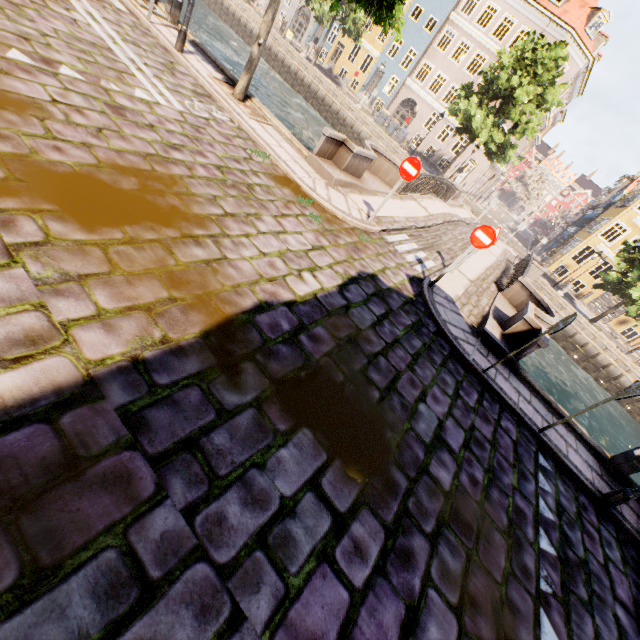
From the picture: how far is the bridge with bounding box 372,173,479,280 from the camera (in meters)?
9.73

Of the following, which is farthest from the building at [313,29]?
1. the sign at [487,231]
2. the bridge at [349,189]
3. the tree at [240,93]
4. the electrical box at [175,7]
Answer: the sign at [487,231]

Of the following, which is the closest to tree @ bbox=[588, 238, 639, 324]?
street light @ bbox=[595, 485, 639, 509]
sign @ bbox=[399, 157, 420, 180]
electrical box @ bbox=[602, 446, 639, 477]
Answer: street light @ bbox=[595, 485, 639, 509]

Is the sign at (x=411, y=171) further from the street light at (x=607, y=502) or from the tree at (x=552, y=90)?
the street light at (x=607, y=502)

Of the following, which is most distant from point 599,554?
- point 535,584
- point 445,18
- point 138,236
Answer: point 445,18

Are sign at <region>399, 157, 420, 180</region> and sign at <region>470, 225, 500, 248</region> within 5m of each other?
yes

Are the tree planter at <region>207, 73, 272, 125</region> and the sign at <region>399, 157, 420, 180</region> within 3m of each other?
no

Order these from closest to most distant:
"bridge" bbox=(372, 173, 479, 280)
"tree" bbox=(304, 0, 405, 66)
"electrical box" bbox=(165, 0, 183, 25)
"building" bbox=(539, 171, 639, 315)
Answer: "tree" bbox=(304, 0, 405, 66) → "bridge" bbox=(372, 173, 479, 280) → "electrical box" bbox=(165, 0, 183, 25) → "building" bbox=(539, 171, 639, 315)
